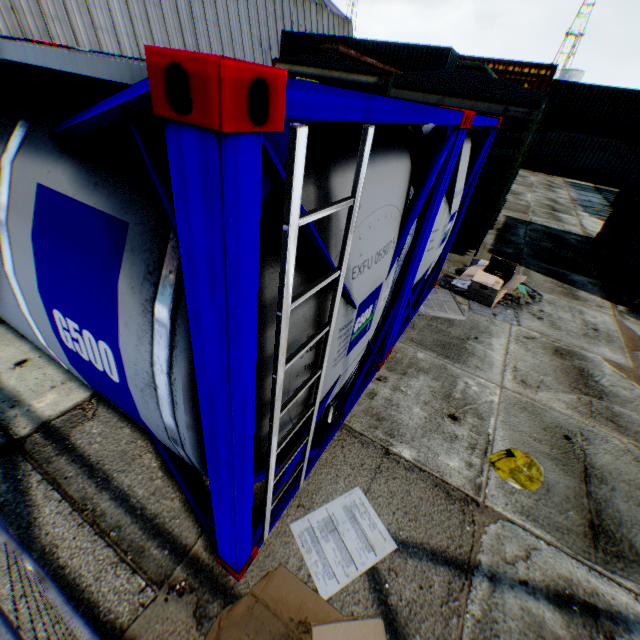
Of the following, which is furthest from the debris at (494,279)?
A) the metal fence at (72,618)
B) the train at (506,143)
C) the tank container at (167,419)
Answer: the metal fence at (72,618)

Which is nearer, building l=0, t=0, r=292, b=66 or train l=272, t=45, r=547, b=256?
train l=272, t=45, r=547, b=256

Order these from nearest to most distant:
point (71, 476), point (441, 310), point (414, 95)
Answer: point (71, 476) → point (441, 310) → point (414, 95)

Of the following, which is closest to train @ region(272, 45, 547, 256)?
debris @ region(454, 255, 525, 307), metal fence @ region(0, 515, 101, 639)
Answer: debris @ region(454, 255, 525, 307)

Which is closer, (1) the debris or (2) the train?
(1) the debris

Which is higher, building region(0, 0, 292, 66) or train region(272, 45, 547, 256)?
building region(0, 0, 292, 66)

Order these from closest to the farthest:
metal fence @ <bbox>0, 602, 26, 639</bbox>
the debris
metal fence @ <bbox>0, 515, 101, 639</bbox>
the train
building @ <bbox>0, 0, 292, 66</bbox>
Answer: metal fence @ <bbox>0, 602, 26, 639</bbox>, metal fence @ <bbox>0, 515, 101, 639</bbox>, the debris, the train, building @ <bbox>0, 0, 292, 66</bbox>

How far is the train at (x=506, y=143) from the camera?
6.6 meters
